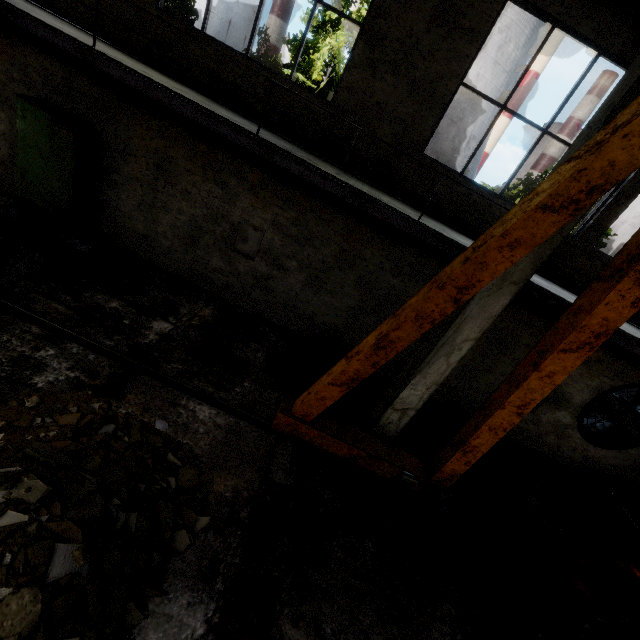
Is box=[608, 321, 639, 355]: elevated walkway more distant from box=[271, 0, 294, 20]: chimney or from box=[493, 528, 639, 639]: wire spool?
box=[271, 0, 294, 20]: chimney

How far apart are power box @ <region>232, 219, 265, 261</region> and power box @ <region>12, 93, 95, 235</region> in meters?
3.5

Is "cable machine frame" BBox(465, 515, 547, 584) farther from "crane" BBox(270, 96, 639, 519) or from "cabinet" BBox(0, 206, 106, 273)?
"cabinet" BBox(0, 206, 106, 273)

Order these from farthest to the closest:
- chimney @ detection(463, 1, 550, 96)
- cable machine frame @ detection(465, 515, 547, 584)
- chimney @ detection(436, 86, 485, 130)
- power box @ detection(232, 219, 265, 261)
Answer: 1. chimney @ detection(436, 86, 485, 130)
2. chimney @ detection(463, 1, 550, 96)
3. power box @ detection(232, 219, 265, 261)
4. cable machine frame @ detection(465, 515, 547, 584)

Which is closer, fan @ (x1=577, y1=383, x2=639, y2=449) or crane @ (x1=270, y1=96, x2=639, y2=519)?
crane @ (x1=270, y1=96, x2=639, y2=519)

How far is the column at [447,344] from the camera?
4.2m

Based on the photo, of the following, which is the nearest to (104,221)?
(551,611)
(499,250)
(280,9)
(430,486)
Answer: (499,250)

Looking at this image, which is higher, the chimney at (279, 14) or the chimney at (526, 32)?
the chimney at (526, 32)
